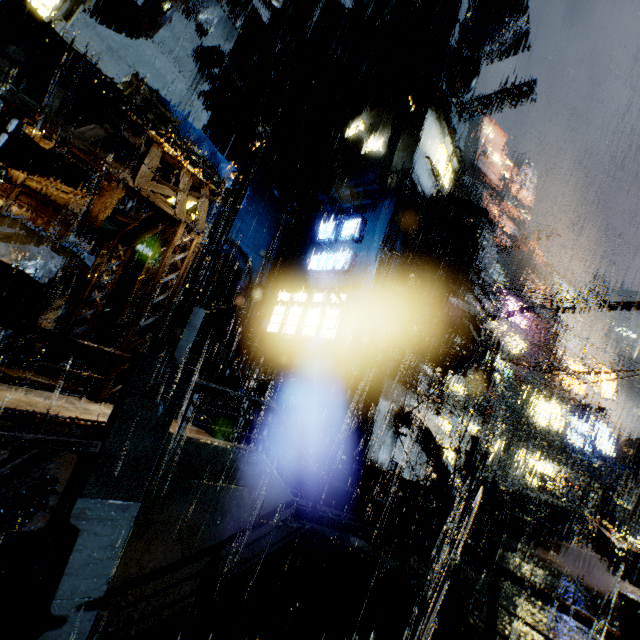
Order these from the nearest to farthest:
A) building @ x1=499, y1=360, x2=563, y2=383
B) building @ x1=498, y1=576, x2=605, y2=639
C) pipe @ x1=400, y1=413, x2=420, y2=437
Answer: building @ x1=498, y1=576, x2=605, y2=639 < pipe @ x1=400, y1=413, x2=420, y2=437 < building @ x1=499, y1=360, x2=563, y2=383

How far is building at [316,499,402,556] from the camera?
8.0 meters

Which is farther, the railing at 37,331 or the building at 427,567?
the building at 427,567

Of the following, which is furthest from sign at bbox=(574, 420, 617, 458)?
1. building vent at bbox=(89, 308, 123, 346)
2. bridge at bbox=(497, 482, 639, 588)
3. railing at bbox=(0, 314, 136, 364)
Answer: railing at bbox=(0, 314, 136, 364)

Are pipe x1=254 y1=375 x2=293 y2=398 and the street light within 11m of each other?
yes

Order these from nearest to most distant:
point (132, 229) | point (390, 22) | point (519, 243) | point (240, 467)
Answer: point (240, 467)
point (132, 229)
point (390, 22)
point (519, 243)

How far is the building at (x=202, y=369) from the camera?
19.9 meters
